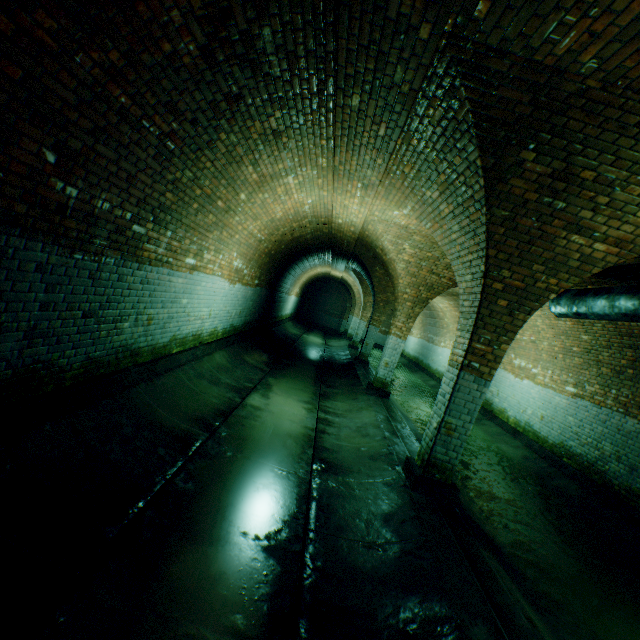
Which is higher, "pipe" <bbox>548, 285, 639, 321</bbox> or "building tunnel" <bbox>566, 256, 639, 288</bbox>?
"building tunnel" <bbox>566, 256, 639, 288</bbox>

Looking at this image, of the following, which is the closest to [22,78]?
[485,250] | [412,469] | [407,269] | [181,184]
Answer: [181,184]

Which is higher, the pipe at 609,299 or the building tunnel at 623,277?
the building tunnel at 623,277

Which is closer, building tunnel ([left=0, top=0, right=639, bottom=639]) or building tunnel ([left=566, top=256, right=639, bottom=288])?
building tunnel ([left=0, top=0, right=639, bottom=639])

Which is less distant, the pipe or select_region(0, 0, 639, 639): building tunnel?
select_region(0, 0, 639, 639): building tunnel

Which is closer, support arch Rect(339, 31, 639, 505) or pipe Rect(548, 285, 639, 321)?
support arch Rect(339, 31, 639, 505)

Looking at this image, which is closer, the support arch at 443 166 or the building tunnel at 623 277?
the support arch at 443 166

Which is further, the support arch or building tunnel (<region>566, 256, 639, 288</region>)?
building tunnel (<region>566, 256, 639, 288</region>)
